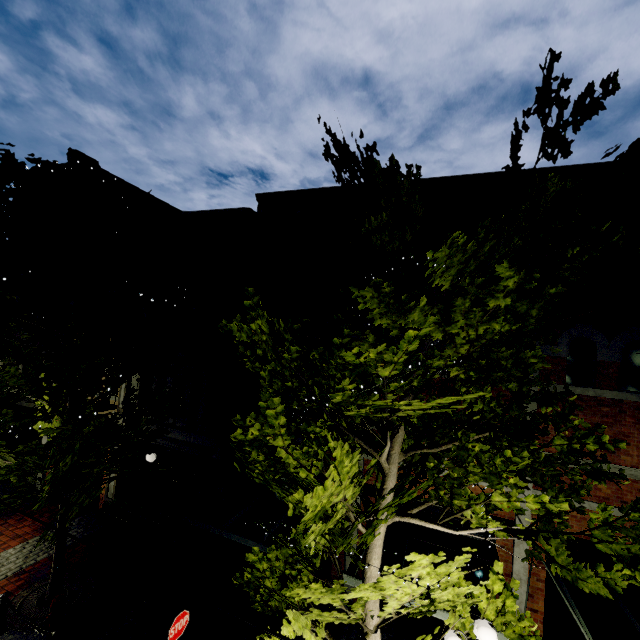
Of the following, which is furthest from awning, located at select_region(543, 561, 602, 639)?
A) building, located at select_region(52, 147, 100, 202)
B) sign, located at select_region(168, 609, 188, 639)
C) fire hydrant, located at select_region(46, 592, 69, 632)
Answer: fire hydrant, located at select_region(46, 592, 69, 632)

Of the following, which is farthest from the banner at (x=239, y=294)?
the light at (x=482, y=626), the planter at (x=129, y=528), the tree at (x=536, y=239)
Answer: the light at (x=482, y=626)

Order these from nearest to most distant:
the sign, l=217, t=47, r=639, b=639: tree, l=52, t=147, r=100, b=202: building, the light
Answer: l=217, t=47, r=639, b=639: tree, the light, the sign, l=52, t=147, r=100, b=202: building

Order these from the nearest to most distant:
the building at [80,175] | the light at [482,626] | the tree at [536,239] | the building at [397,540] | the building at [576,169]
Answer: the tree at [536,239] < the light at [482,626] < the building at [576,169] < the building at [397,540] < the building at [80,175]

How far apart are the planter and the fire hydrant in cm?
300

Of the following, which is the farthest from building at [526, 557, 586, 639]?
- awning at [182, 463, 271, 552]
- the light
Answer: the light

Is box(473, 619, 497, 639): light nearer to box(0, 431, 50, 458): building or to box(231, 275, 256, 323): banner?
box(0, 431, 50, 458): building

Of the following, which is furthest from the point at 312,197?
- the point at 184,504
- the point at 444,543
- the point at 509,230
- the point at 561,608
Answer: the point at 561,608
